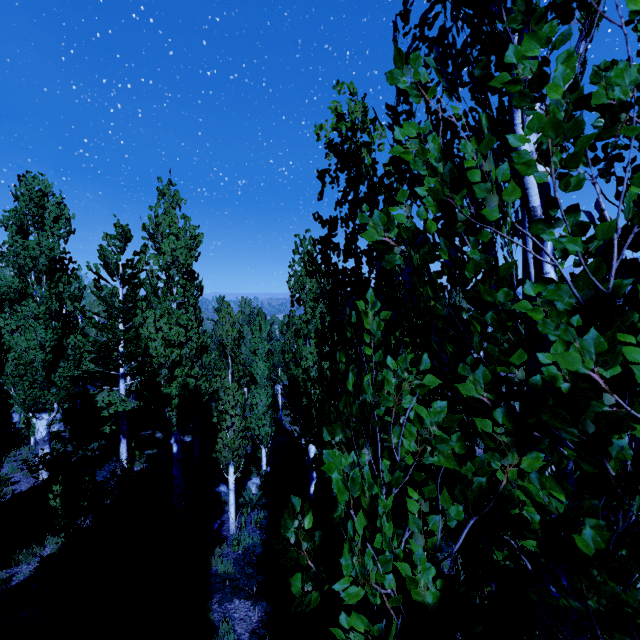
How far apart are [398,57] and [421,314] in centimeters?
93cm

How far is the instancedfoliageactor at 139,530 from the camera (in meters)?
10.21

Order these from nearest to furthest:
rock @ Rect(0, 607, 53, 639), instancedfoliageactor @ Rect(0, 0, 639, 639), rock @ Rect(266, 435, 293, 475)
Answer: instancedfoliageactor @ Rect(0, 0, 639, 639)
rock @ Rect(0, 607, 53, 639)
rock @ Rect(266, 435, 293, 475)

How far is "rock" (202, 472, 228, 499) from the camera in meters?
14.2

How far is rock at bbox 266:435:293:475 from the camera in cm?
1784

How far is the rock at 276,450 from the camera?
17.8 meters

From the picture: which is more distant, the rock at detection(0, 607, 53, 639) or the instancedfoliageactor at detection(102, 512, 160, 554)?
the instancedfoliageactor at detection(102, 512, 160, 554)

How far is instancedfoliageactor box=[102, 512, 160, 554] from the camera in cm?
1021
